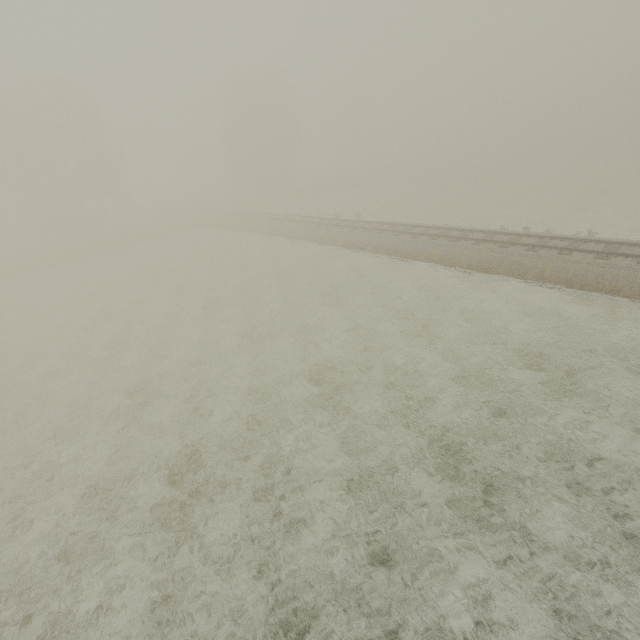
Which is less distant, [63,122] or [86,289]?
[86,289]
